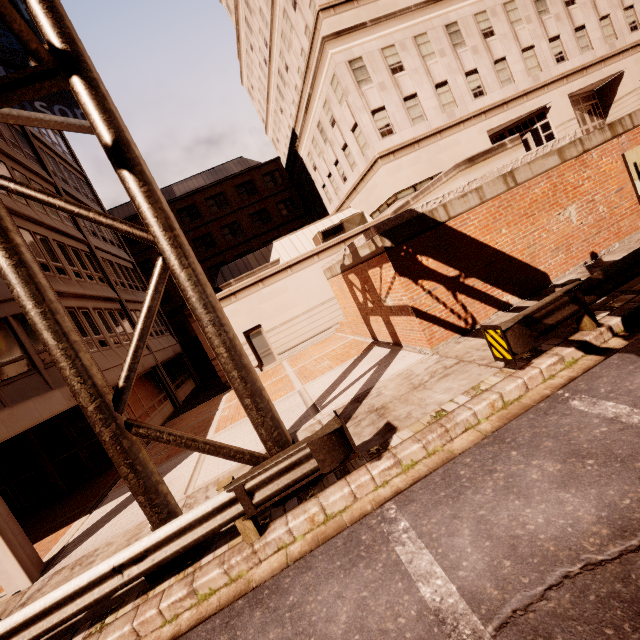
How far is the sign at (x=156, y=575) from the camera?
5.0m

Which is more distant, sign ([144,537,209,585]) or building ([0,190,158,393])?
building ([0,190,158,393])

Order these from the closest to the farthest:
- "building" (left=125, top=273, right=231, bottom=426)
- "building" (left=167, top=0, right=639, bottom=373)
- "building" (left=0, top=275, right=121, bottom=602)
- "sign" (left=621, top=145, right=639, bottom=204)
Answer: "building" (left=0, top=275, right=121, bottom=602) < "sign" (left=621, top=145, right=639, bottom=204) < "building" (left=125, top=273, right=231, bottom=426) < "building" (left=167, top=0, right=639, bottom=373)

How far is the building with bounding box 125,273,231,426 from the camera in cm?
1672

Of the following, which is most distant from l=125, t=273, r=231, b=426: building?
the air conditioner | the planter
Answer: the planter

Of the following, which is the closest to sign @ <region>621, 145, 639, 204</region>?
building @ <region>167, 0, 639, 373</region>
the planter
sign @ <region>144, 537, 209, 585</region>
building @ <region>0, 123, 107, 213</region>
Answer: the planter

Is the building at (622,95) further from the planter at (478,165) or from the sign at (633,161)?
the sign at (633,161)

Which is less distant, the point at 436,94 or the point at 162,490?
the point at 162,490
